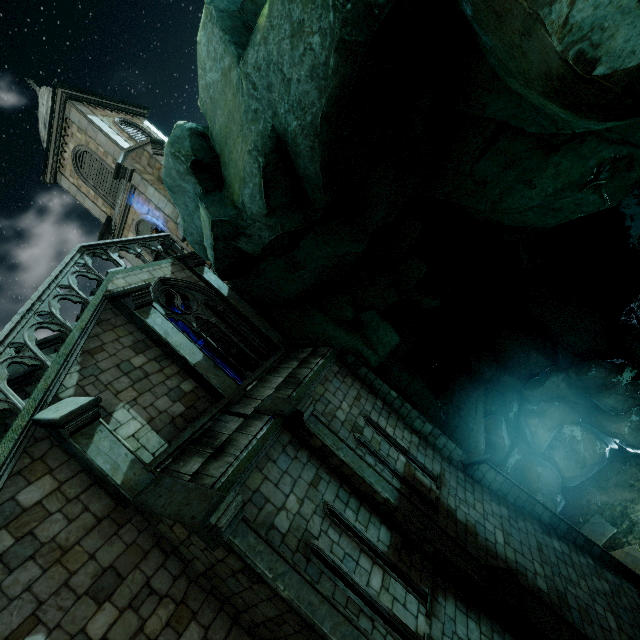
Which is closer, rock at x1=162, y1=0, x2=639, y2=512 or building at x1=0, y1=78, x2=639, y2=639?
rock at x1=162, y1=0, x2=639, y2=512

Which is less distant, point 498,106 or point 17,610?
point 17,610

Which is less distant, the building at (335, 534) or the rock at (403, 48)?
the rock at (403, 48)
